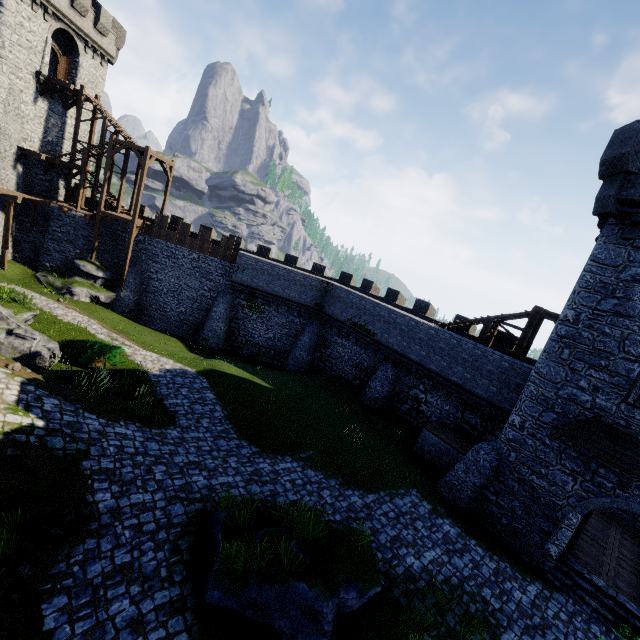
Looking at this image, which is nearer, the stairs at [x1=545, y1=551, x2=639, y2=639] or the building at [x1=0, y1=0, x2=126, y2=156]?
the stairs at [x1=545, y1=551, x2=639, y2=639]

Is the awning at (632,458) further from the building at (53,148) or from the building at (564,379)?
the building at (53,148)

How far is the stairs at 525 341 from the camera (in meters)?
17.55

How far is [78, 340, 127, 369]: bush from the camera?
15.4m

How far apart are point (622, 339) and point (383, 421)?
12.7 meters

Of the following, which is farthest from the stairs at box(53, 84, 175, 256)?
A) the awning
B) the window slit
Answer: the window slit

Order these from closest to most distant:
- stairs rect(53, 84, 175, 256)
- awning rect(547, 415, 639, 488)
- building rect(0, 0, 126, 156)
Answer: awning rect(547, 415, 639, 488) < building rect(0, 0, 126, 156) < stairs rect(53, 84, 175, 256)

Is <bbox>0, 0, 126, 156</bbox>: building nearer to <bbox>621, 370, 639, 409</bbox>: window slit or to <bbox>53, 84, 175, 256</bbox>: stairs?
<bbox>53, 84, 175, 256</bbox>: stairs
